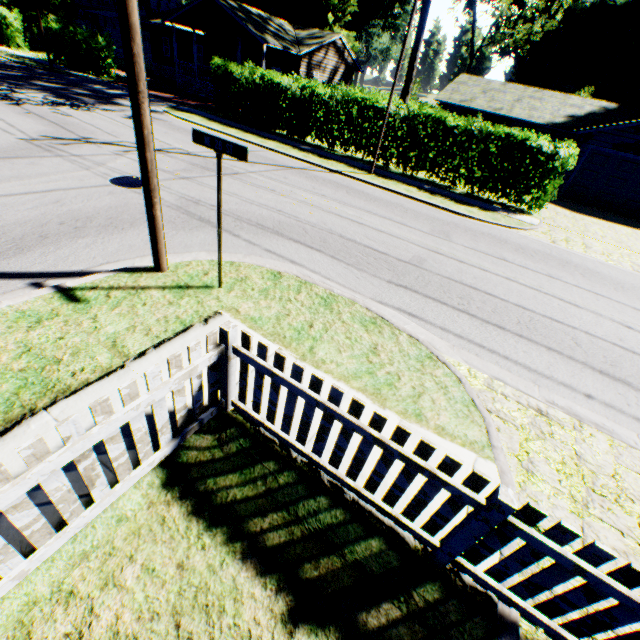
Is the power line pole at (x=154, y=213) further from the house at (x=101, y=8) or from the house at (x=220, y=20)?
the house at (x=101, y=8)

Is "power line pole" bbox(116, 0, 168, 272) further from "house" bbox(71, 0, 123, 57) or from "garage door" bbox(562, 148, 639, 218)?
"house" bbox(71, 0, 123, 57)

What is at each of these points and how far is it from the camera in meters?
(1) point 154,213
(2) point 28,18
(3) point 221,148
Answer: (1) power line pole, 4.9
(2) plant, 32.3
(3) sign, 4.2

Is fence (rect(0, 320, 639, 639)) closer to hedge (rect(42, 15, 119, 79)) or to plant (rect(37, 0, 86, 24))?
hedge (rect(42, 15, 119, 79))

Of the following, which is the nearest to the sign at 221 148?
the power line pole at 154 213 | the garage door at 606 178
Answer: the power line pole at 154 213

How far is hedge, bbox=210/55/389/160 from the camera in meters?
16.2

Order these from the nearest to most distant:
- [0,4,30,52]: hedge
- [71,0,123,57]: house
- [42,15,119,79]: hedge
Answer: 1. [42,15,119,79]: hedge
2. [0,4,30,52]: hedge
3. [71,0,123,57]: house

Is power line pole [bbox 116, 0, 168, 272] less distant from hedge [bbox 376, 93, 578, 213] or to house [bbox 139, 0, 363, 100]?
hedge [bbox 376, 93, 578, 213]
